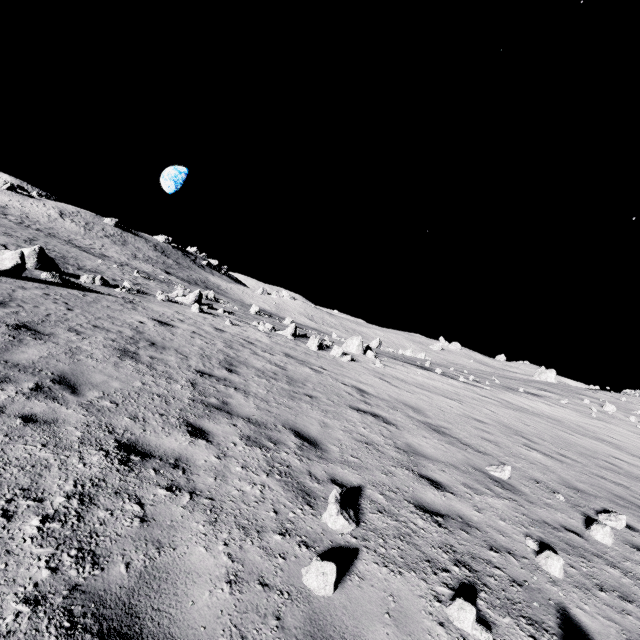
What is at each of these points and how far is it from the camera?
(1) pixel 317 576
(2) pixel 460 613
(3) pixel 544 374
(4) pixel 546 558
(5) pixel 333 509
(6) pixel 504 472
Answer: (1) stone, 2.8m
(2) stone, 2.9m
(3) stone, 44.1m
(4) stone, 4.1m
(5) stone, 3.7m
(6) stone, 6.8m

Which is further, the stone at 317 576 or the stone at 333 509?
the stone at 333 509

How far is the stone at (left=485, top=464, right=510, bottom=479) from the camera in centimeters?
675cm

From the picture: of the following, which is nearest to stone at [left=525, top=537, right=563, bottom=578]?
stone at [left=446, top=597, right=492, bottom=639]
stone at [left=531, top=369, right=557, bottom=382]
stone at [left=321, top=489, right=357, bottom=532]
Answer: stone at [left=446, top=597, right=492, bottom=639]

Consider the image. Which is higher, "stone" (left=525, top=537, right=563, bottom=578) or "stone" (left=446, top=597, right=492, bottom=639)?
"stone" (left=525, top=537, right=563, bottom=578)

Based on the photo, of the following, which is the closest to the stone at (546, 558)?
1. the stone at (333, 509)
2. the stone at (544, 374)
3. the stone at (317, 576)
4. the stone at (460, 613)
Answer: the stone at (460, 613)

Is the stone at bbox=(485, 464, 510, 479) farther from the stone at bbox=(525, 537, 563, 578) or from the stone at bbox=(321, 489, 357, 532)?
the stone at bbox=(321, 489, 357, 532)

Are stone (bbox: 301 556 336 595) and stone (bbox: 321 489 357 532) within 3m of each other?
yes
